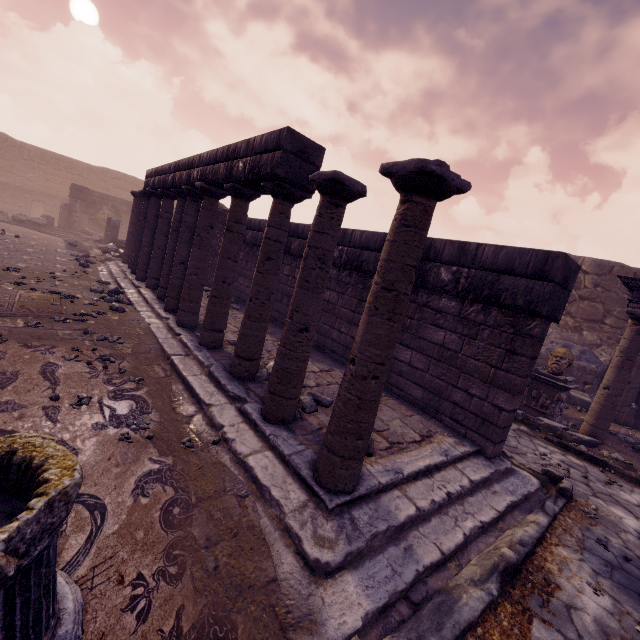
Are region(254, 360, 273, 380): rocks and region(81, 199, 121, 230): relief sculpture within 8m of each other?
no

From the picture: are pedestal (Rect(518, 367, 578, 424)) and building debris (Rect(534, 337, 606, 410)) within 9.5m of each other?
yes

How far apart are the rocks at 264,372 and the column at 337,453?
1.6 meters

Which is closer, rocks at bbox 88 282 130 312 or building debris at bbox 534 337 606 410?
rocks at bbox 88 282 130 312

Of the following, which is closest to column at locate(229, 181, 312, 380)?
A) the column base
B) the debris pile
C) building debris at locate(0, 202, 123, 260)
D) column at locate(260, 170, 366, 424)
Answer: column at locate(260, 170, 366, 424)

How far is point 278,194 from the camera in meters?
3.9

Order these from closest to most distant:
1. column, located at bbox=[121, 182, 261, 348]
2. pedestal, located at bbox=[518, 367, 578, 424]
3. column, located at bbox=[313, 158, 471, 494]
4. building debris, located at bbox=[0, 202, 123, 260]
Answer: column, located at bbox=[313, 158, 471, 494] → column, located at bbox=[121, 182, 261, 348] → pedestal, located at bbox=[518, 367, 578, 424] → building debris, located at bbox=[0, 202, 123, 260]

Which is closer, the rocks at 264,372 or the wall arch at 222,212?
the rocks at 264,372
